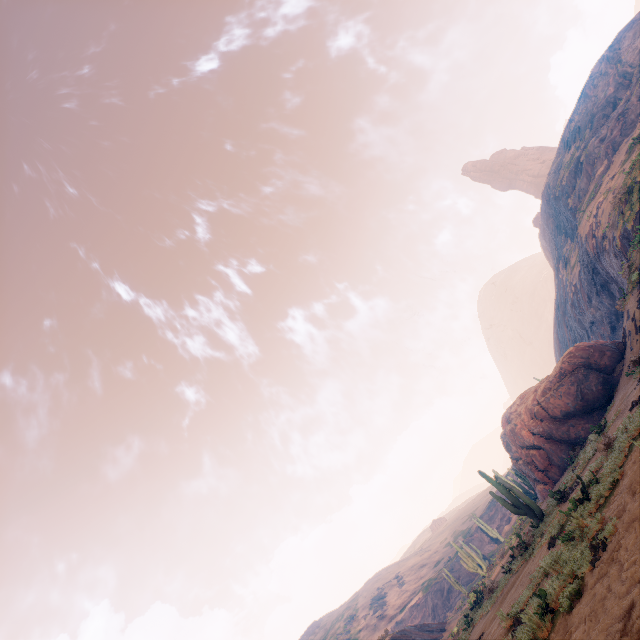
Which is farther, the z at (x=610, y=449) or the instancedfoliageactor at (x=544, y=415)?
the instancedfoliageactor at (x=544, y=415)

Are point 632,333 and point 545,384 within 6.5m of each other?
yes

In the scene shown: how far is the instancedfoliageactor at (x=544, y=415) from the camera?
15.5 meters

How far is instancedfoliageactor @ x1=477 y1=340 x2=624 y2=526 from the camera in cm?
1555

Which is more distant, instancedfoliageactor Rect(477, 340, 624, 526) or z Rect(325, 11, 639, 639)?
instancedfoliageactor Rect(477, 340, 624, 526)
